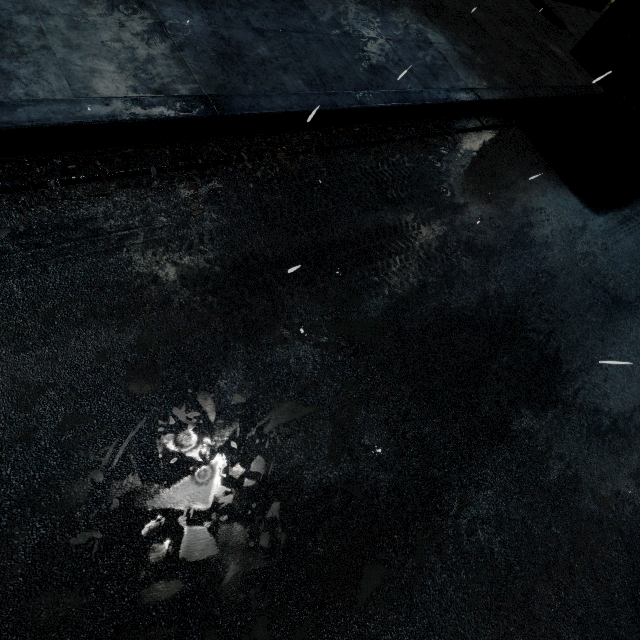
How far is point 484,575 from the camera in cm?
276
